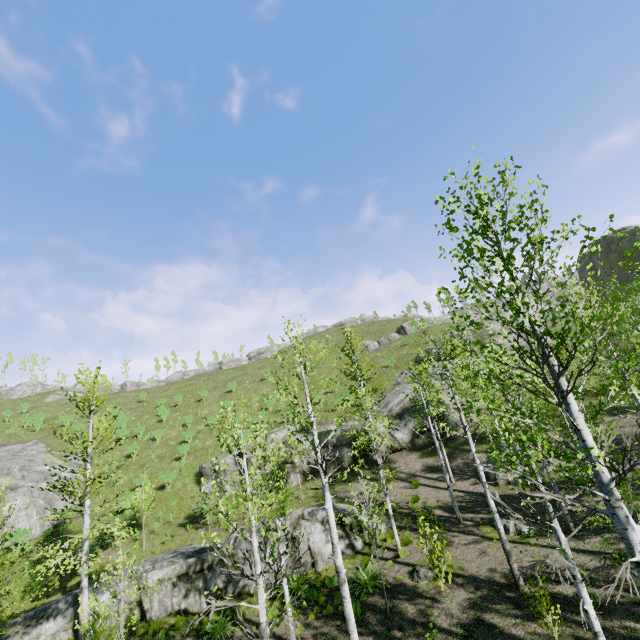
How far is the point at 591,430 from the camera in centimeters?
927cm

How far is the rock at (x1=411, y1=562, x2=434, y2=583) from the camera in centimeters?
1203cm

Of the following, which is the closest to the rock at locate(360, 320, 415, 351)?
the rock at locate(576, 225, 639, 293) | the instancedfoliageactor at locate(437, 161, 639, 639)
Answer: the rock at locate(576, 225, 639, 293)

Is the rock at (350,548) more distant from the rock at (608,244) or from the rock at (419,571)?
the rock at (608,244)

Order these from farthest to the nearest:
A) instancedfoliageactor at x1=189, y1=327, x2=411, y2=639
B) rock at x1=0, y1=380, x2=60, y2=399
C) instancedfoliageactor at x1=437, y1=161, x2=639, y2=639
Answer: rock at x1=0, y1=380, x2=60, y2=399, instancedfoliageactor at x1=189, y1=327, x2=411, y2=639, instancedfoliageactor at x1=437, y1=161, x2=639, y2=639

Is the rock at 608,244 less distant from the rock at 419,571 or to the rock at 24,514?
the rock at 419,571

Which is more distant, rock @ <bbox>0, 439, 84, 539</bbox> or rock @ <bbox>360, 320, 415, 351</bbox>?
rock @ <bbox>360, 320, 415, 351</bbox>

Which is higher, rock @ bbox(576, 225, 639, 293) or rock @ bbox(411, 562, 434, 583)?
rock @ bbox(576, 225, 639, 293)
